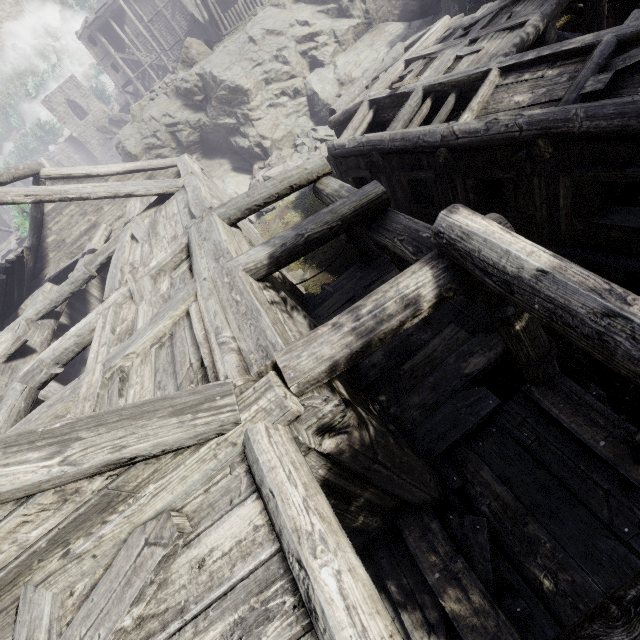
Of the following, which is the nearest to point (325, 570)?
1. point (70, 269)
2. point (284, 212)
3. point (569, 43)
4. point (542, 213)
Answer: point (542, 213)

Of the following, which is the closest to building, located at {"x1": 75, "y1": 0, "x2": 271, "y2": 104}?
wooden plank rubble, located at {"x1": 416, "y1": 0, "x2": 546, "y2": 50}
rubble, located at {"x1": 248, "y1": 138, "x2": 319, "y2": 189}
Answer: wooden plank rubble, located at {"x1": 416, "y1": 0, "x2": 546, "y2": 50}

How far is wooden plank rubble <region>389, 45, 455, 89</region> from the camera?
9.63m

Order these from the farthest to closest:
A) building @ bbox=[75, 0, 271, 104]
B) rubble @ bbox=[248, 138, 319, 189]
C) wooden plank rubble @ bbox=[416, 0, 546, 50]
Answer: building @ bbox=[75, 0, 271, 104], rubble @ bbox=[248, 138, 319, 189], wooden plank rubble @ bbox=[416, 0, 546, 50]

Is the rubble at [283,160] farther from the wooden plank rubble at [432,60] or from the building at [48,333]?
the wooden plank rubble at [432,60]

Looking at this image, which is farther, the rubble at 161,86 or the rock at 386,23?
the rubble at 161,86

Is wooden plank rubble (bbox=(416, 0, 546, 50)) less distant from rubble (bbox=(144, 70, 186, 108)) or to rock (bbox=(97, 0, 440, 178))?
rock (bbox=(97, 0, 440, 178))

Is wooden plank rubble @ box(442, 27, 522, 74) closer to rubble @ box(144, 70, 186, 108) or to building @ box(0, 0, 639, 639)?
building @ box(0, 0, 639, 639)
